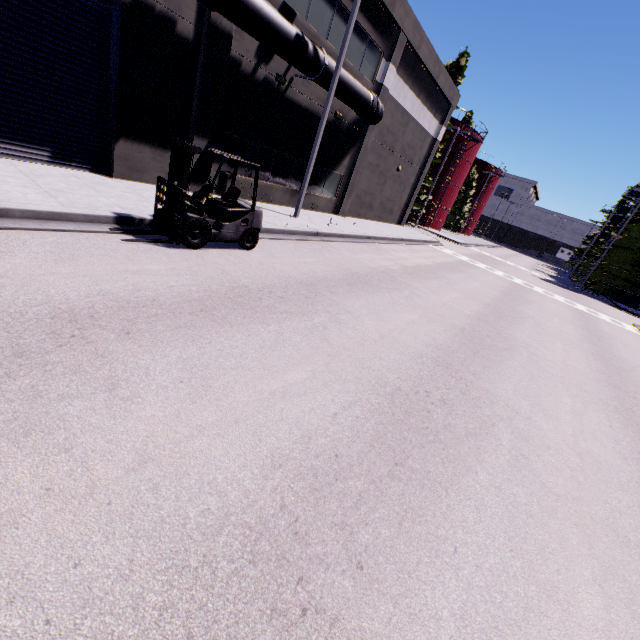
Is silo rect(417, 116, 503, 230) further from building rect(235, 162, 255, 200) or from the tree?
the tree

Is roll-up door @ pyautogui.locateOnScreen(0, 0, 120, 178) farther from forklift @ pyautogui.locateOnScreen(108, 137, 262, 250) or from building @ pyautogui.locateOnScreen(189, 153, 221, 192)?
forklift @ pyautogui.locateOnScreen(108, 137, 262, 250)

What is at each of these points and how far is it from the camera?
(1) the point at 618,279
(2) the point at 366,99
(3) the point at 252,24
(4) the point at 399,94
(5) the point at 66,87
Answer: (1) tree, 32.22m
(2) pipe, 15.59m
(3) pipe, 9.98m
(4) building, 20.02m
(5) roll-up door, 8.66m

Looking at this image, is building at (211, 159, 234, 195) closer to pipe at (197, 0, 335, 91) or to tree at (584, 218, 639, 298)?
pipe at (197, 0, 335, 91)

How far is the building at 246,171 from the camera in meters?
14.0

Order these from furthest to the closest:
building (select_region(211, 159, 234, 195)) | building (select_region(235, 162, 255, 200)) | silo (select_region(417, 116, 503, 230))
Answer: silo (select_region(417, 116, 503, 230)), building (select_region(235, 162, 255, 200)), building (select_region(211, 159, 234, 195))

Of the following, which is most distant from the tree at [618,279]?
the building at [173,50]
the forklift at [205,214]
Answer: the forklift at [205,214]

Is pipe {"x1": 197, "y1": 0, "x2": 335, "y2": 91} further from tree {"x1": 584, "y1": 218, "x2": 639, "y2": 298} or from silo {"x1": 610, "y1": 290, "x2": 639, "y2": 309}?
silo {"x1": 610, "y1": 290, "x2": 639, "y2": 309}
